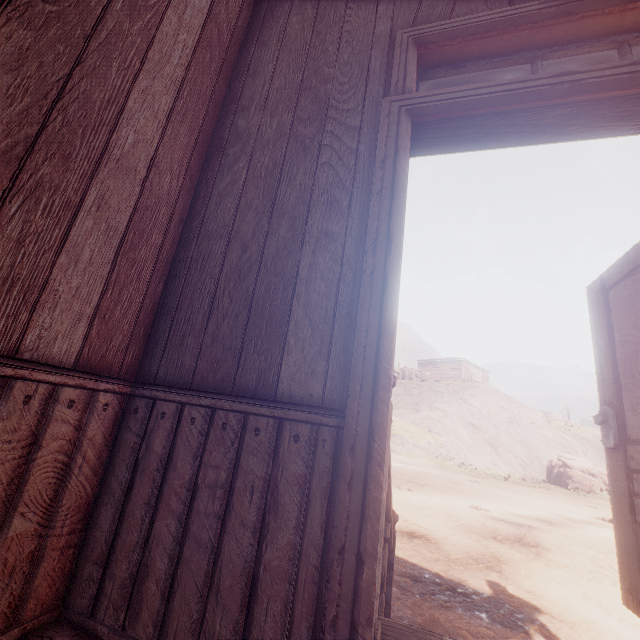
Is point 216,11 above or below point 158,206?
above

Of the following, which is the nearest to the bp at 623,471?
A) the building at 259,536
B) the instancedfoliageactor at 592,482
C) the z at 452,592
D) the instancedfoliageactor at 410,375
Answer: the building at 259,536

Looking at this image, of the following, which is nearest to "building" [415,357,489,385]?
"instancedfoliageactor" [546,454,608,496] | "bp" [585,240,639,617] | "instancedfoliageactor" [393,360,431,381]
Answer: "bp" [585,240,639,617]

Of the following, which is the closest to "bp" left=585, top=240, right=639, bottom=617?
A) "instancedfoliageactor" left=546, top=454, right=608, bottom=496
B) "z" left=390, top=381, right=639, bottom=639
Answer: "z" left=390, top=381, right=639, bottom=639

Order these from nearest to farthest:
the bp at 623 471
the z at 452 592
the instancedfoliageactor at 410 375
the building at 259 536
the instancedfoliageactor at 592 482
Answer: the building at 259 536
the bp at 623 471
the z at 452 592
the instancedfoliageactor at 592 482
the instancedfoliageactor at 410 375

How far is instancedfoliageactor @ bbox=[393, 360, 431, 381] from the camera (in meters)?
39.83

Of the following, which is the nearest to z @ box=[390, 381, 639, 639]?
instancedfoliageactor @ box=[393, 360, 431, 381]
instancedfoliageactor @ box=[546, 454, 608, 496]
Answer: instancedfoliageactor @ box=[546, 454, 608, 496]

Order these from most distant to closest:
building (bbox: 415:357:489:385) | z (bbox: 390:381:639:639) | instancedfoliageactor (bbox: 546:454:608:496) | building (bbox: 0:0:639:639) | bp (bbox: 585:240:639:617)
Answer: building (bbox: 415:357:489:385)
instancedfoliageactor (bbox: 546:454:608:496)
z (bbox: 390:381:639:639)
bp (bbox: 585:240:639:617)
building (bbox: 0:0:639:639)
